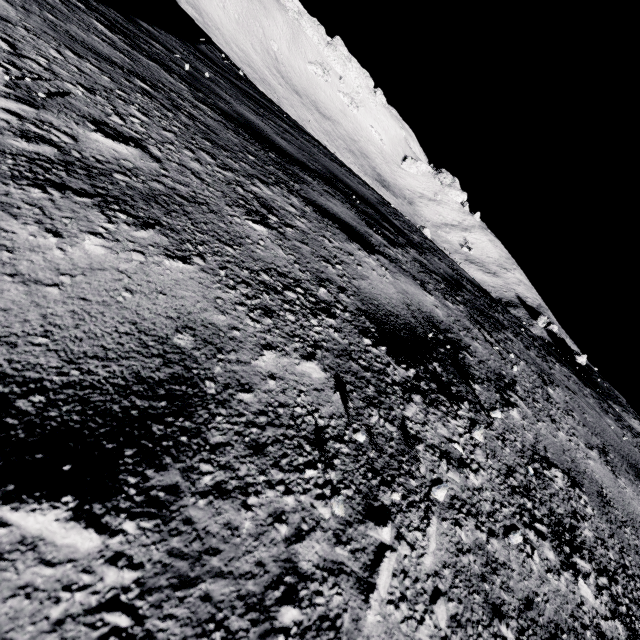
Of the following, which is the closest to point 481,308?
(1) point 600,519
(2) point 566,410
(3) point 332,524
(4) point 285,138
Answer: (2) point 566,410
